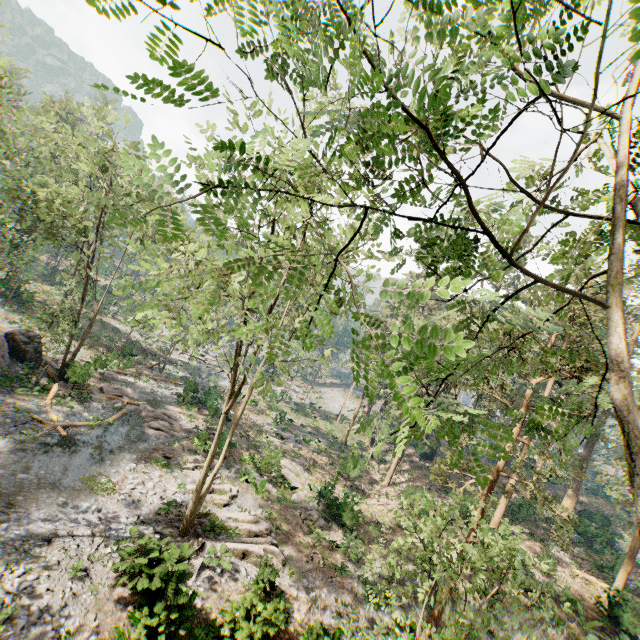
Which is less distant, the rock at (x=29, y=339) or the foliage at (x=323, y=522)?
the foliage at (x=323, y=522)

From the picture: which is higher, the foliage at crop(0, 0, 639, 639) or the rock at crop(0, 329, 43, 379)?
the foliage at crop(0, 0, 639, 639)

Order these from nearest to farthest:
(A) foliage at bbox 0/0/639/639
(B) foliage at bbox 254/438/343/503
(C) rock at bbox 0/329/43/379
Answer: (A) foliage at bbox 0/0/639/639 → (C) rock at bbox 0/329/43/379 → (B) foliage at bbox 254/438/343/503

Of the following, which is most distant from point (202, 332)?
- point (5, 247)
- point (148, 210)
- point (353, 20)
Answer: point (5, 247)

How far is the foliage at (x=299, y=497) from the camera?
22.9 meters

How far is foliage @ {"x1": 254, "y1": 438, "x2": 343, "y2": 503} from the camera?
24.5m

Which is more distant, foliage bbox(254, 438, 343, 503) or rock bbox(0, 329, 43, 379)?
foliage bbox(254, 438, 343, 503)
